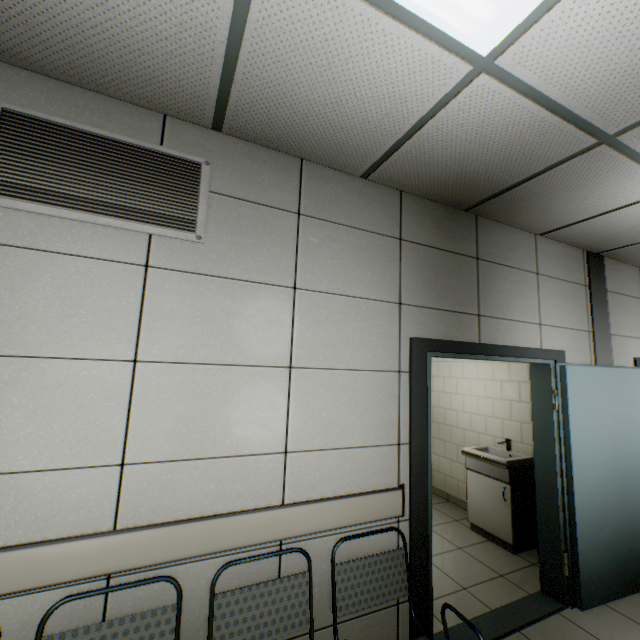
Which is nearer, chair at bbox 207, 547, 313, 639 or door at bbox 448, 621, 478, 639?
chair at bbox 207, 547, 313, 639

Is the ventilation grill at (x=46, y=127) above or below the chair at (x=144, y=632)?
above

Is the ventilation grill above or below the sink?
above

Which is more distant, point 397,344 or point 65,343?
point 397,344

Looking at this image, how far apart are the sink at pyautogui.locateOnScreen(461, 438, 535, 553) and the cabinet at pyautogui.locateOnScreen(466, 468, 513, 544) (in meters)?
0.02

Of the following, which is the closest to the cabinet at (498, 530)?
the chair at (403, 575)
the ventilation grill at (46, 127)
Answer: the chair at (403, 575)

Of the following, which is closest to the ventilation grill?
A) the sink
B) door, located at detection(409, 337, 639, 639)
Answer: door, located at detection(409, 337, 639, 639)

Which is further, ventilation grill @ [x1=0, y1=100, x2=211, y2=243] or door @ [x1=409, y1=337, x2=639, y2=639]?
door @ [x1=409, y1=337, x2=639, y2=639]
